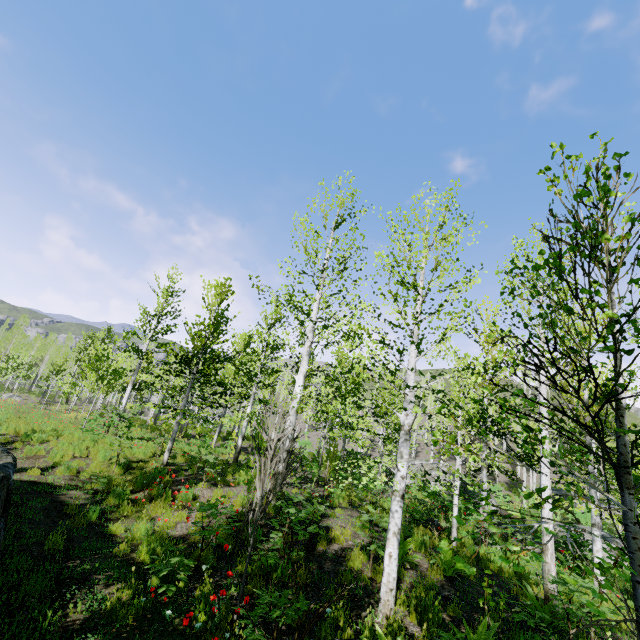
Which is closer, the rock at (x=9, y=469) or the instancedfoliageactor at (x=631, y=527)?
the instancedfoliageactor at (x=631, y=527)

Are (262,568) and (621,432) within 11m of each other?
yes

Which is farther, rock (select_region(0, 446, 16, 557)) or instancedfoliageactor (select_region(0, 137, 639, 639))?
rock (select_region(0, 446, 16, 557))
